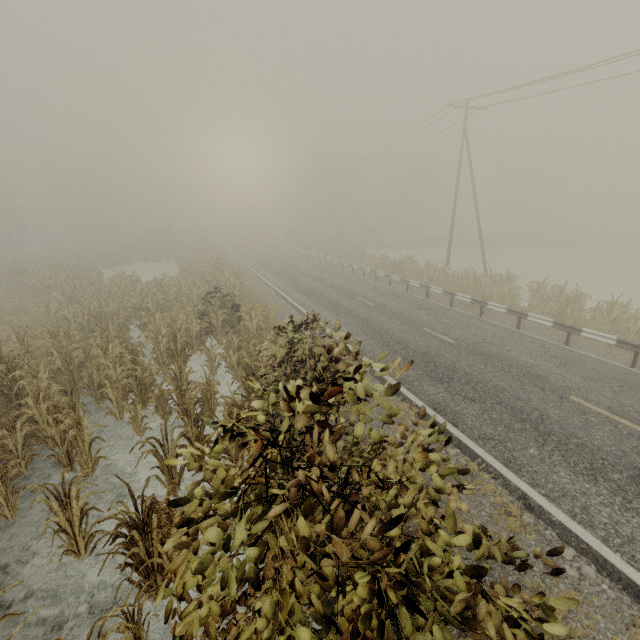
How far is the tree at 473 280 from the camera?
17.3m

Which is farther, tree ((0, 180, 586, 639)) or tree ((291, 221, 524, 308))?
tree ((291, 221, 524, 308))

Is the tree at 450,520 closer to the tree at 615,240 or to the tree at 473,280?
the tree at 473,280

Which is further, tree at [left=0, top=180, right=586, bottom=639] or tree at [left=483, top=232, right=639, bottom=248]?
tree at [left=483, top=232, right=639, bottom=248]

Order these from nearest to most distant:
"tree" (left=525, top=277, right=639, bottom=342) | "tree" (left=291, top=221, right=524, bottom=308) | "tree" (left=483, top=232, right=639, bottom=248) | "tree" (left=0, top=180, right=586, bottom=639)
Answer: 1. "tree" (left=0, top=180, right=586, bottom=639)
2. "tree" (left=525, top=277, right=639, bottom=342)
3. "tree" (left=291, top=221, right=524, bottom=308)
4. "tree" (left=483, top=232, right=639, bottom=248)

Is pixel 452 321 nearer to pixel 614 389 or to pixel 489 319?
A: pixel 489 319

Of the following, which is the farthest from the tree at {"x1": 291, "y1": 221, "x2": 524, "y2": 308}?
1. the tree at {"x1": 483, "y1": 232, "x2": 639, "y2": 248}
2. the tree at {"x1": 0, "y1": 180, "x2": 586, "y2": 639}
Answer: the tree at {"x1": 483, "y1": 232, "x2": 639, "y2": 248}
